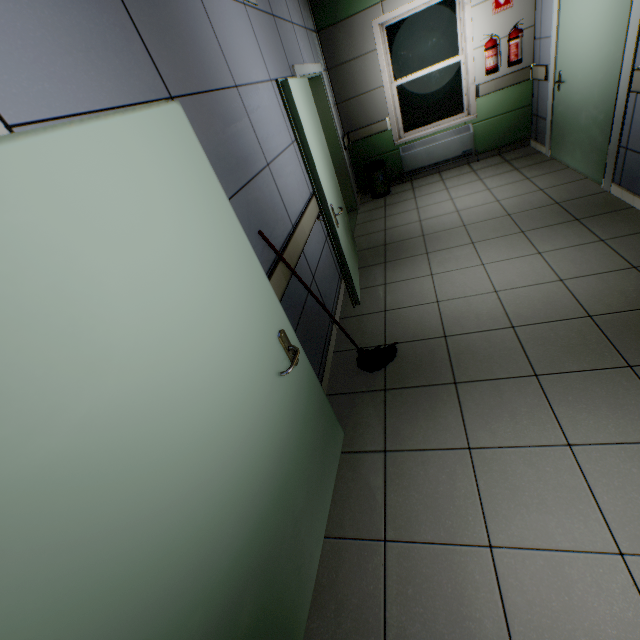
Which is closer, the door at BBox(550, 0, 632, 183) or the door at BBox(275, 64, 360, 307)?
the door at BBox(275, 64, 360, 307)

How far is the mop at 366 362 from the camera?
2.1m

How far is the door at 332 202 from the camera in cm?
247

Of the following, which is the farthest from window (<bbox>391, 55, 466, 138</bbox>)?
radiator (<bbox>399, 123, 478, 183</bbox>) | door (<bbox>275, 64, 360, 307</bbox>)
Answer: door (<bbox>275, 64, 360, 307</bbox>)

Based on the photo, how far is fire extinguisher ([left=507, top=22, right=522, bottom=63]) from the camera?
4.5 meters

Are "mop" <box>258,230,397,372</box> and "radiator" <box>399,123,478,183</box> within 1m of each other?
no

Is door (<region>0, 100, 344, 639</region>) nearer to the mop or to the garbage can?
the mop

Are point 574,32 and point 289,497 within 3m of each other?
no
